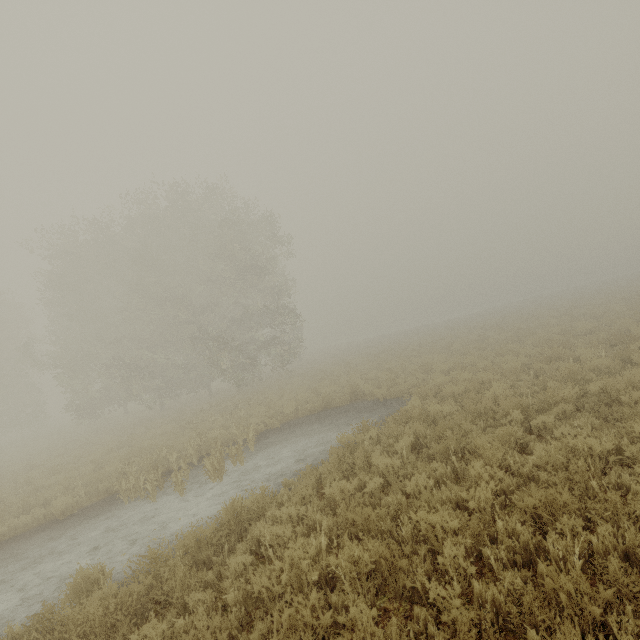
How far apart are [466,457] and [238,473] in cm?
641
